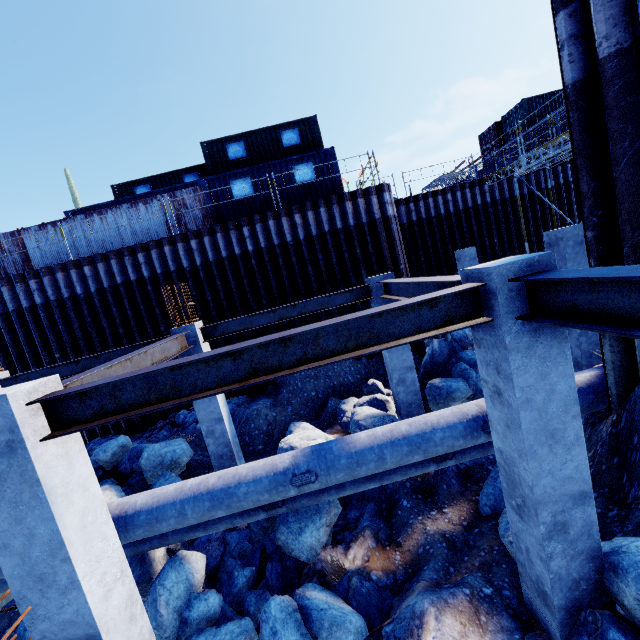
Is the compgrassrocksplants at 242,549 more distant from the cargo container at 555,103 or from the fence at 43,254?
the cargo container at 555,103

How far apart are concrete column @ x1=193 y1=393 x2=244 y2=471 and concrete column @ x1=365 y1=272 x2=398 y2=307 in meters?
4.3 m

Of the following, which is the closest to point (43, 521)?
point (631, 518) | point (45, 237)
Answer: point (631, 518)

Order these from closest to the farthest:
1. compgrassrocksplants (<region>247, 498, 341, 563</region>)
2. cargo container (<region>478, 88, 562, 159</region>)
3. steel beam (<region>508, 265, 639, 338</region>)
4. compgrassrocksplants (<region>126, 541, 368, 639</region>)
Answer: steel beam (<region>508, 265, 639, 338</region>) < compgrassrocksplants (<region>126, 541, 368, 639</region>) < compgrassrocksplants (<region>247, 498, 341, 563</region>) < cargo container (<region>478, 88, 562, 159</region>)

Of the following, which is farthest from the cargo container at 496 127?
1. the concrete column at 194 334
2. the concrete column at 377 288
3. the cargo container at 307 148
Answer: the concrete column at 194 334

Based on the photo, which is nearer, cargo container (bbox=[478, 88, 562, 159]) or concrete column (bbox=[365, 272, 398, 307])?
concrete column (bbox=[365, 272, 398, 307])

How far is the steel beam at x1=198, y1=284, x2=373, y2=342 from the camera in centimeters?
798cm

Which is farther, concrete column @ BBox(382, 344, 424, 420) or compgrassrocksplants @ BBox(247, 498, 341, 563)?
concrete column @ BBox(382, 344, 424, 420)
